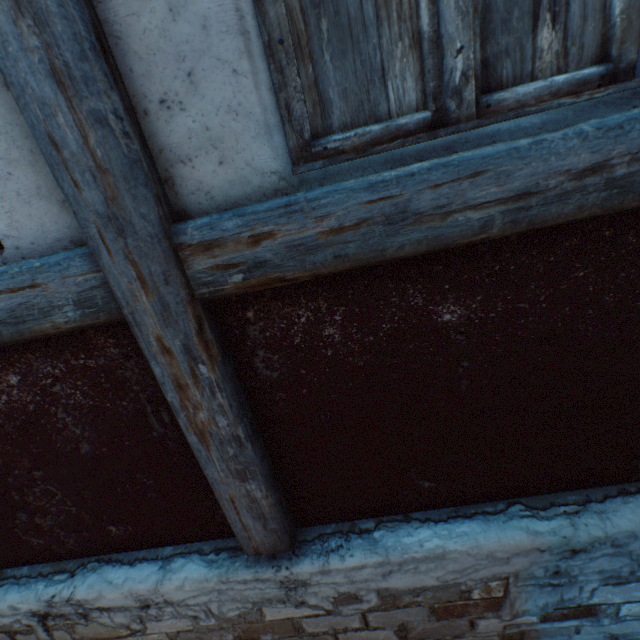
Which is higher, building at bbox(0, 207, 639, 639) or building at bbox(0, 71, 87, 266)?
building at bbox(0, 71, 87, 266)

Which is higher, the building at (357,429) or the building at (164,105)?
the building at (164,105)

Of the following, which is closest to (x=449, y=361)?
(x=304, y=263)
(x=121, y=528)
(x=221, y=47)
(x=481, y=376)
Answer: (x=481, y=376)
